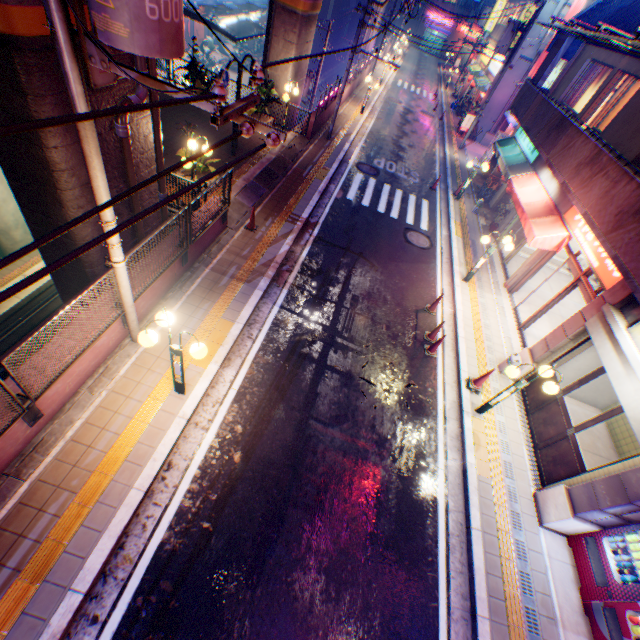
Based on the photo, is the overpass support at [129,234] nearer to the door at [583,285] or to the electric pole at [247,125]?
the electric pole at [247,125]

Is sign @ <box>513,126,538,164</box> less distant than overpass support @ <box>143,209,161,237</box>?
No

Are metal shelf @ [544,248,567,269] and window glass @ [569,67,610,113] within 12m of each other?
yes

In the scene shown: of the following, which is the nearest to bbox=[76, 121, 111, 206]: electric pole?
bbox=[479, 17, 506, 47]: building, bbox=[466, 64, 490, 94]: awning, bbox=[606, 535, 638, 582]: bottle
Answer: bbox=[606, 535, 638, 582]: bottle

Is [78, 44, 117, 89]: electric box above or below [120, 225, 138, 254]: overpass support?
above

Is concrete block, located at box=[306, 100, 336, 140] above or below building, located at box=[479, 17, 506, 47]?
below

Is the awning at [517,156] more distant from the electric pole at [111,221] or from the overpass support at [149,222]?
the overpass support at [149,222]

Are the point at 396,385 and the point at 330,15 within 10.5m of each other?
no
